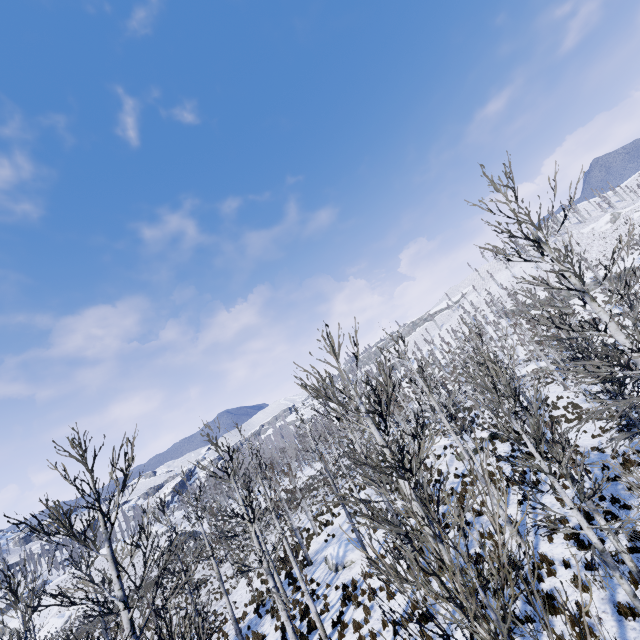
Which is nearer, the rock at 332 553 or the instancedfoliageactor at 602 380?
the instancedfoliageactor at 602 380

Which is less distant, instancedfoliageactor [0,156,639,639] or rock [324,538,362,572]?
instancedfoliageactor [0,156,639,639]

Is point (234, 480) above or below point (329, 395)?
below

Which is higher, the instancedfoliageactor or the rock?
the instancedfoliageactor

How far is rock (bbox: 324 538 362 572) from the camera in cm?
1797

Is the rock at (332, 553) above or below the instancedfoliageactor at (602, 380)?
below
